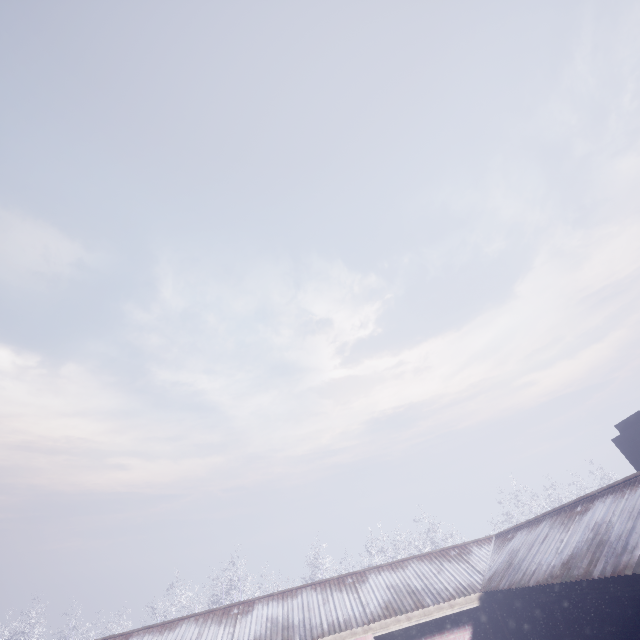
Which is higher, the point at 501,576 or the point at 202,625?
the point at 202,625
